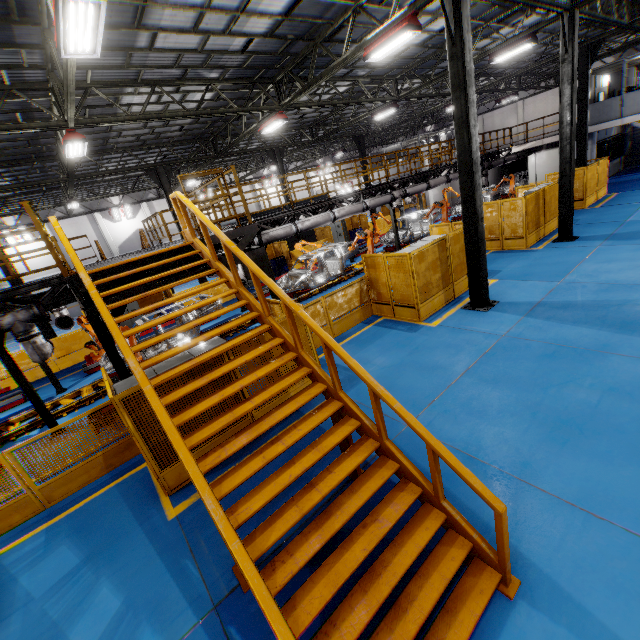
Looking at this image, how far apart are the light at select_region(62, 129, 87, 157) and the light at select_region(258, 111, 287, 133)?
7.0 meters

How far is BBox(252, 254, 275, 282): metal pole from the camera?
8.05m

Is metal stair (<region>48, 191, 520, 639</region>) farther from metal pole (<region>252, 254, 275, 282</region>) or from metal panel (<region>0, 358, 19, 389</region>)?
metal pole (<region>252, 254, 275, 282</region>)

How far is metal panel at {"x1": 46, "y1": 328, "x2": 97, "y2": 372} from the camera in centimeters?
1495cm

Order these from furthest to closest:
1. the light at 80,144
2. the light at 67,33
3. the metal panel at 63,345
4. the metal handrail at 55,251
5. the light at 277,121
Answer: the metal panel at 63,345 → the light at 277,121 → the light at 80,144 → the metal handrail at 55,251 → the light at 67,33

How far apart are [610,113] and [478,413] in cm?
2395

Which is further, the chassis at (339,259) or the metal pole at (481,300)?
the chassis at (339,259)

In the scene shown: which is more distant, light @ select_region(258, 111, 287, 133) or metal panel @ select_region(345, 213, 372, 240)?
metal panel @ select_region(345, 213, 372, 240)
